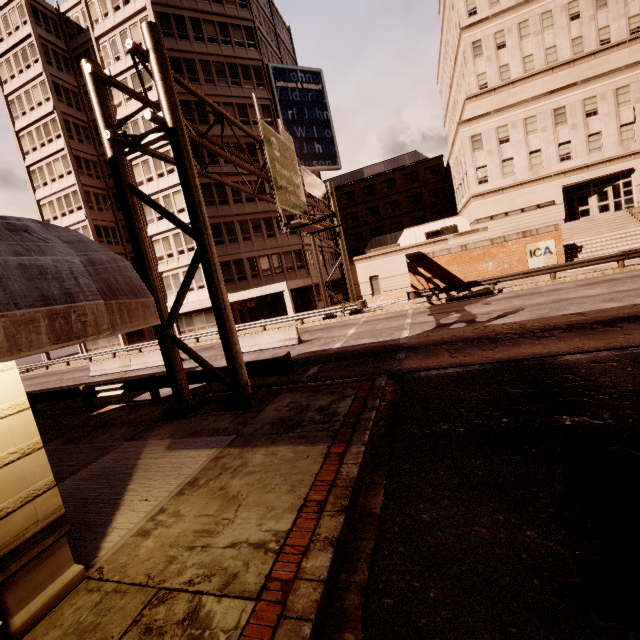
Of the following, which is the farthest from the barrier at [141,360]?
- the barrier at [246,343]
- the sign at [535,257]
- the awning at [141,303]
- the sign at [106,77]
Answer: the sign at [535,257]

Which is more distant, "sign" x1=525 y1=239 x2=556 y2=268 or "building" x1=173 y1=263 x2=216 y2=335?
"building" x1=173 y1=263 x2=216 y2=335

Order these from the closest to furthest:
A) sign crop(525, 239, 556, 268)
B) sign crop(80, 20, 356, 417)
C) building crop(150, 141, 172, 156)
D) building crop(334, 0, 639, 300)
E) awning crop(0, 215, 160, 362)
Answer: awning crop(0, 215, 160, 362), sign crop(80, 20, 356, 417), sign crop(525, 239, 556, 268), building crop(334, 0, 639, 300), building crop(150, 141, 172, 156)

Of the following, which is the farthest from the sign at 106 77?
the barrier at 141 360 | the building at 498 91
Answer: the building at 498 91

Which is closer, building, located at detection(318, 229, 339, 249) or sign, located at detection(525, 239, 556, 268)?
sign, located at detection(525, 239, 556, 268)

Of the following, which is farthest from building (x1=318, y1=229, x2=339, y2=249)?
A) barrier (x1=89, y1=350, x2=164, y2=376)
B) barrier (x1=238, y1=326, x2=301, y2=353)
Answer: barrier (x1=89, y1=350, x2=164, y2=376)

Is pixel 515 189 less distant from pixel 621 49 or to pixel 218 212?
pixel 621 49

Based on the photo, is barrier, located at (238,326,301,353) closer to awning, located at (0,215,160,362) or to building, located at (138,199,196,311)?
building, located at (138,199,196,311)
